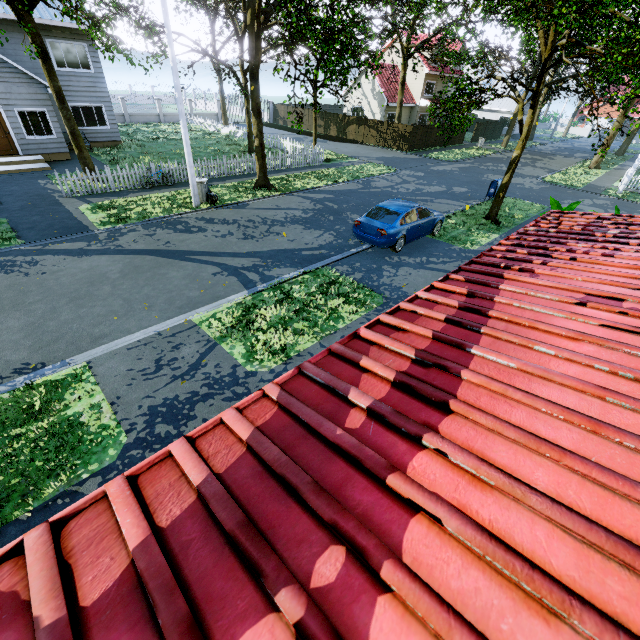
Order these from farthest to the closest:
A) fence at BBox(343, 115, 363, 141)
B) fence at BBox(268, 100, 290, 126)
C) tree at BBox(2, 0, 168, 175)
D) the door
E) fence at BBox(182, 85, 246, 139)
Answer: fence at BBox(268, 100, 290, 126) < fence at BBox(343, 115, 363, 141) < fence at BBox(182, 85, 246, 139) < the door < tree at BBox(2, 0, 168, 175)

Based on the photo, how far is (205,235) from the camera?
12.06m

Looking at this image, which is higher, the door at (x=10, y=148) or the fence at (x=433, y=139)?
the door at (x=10, y=148)

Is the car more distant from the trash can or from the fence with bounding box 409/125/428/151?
the fence with bounding box 409/125/428/151

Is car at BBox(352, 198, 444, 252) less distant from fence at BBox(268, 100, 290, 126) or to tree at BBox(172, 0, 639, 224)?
tree at BBox(172, 0, 639, 224)

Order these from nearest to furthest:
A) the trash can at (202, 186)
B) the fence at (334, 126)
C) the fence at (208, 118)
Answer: the trash can at (202, 186) < the fence at (208, 118) < the fence at (334, 126)

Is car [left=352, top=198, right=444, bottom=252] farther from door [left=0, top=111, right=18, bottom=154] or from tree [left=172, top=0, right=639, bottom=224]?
door [left=0, top=111, right=18, bottom=154]

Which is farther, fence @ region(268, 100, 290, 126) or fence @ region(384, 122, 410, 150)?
fence @ region(268, 100, 290, 126)
